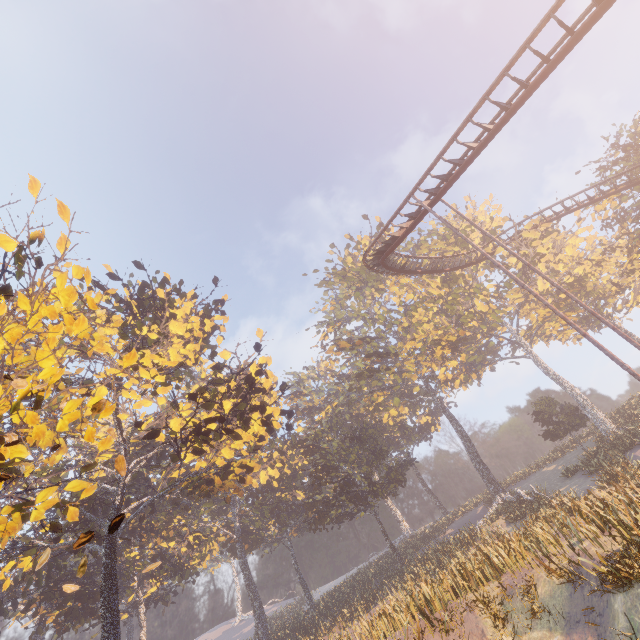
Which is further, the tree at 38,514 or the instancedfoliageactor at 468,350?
the instancedfoliageactor at 468,350

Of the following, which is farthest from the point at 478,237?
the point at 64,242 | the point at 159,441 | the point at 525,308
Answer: the point at 64,242

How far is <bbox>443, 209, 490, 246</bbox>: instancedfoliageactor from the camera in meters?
38.8

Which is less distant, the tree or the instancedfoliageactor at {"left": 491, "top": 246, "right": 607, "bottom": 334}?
the tree

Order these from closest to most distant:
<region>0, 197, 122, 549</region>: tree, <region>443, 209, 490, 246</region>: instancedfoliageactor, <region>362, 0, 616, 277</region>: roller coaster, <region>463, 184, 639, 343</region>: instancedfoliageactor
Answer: <region>0, 197, 122, 549</region>: tree, <region>362, 0, 616, 277</region>: roller coaster, <region>463, 184, 639, 343</region>: instancedfoliageactor, <region>443, 209, 490, 246</region>: instancedfoliageactor

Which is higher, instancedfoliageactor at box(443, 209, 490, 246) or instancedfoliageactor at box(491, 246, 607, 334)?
instancedfoliageactor at box(443, 209, 490, 246)

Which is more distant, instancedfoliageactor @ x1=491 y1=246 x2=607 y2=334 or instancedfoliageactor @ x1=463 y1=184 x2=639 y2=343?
instancedfoliageactor @ x1=491 y1=246 x2=607 y2=334

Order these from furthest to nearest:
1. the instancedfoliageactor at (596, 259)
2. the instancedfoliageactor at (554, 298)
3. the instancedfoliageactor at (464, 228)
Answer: the instancedfoliageactor at (464, 228) → the instancedfoliageactor at (554, 298) → the instancedfoliageactor at (596, 259)
